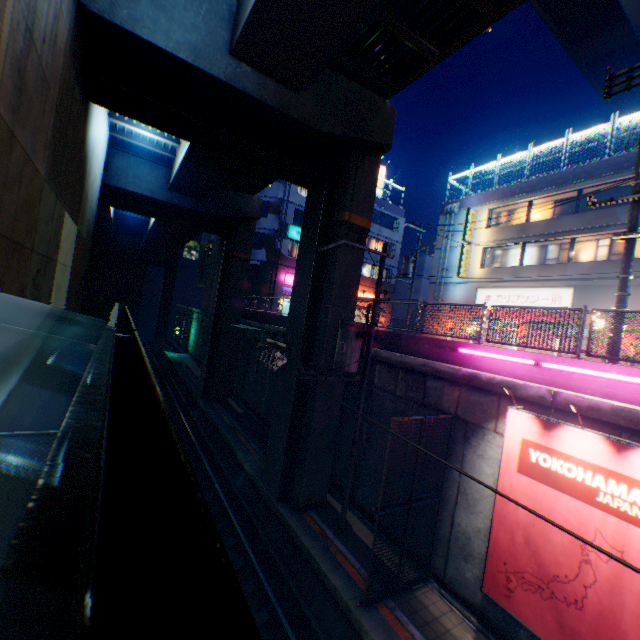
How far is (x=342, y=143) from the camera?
11.4 meters

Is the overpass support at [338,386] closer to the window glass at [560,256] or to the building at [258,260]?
the building at [258,260]

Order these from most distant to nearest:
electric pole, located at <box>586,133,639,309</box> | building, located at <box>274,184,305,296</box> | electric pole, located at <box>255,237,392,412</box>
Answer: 1. building, located at <box>274,184,305,296</box>
2. electric pole, located at <box>255,237,392,412</box>
3. electric pole, located at <box>586,133,639,309</box>

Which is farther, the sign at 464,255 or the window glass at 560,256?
the sign at 464,255

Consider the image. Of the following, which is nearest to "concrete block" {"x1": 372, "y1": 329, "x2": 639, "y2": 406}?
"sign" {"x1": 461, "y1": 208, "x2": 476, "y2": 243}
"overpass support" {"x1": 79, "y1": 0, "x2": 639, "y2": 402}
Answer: "overpass support" {"x1": 79, "y1": 0, "x2": 639, "y2": 402}

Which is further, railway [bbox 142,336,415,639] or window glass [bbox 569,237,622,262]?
window glass [bbox 569,237,622,262]

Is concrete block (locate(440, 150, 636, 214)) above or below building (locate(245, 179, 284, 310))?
above

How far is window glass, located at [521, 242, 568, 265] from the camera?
20.5m
